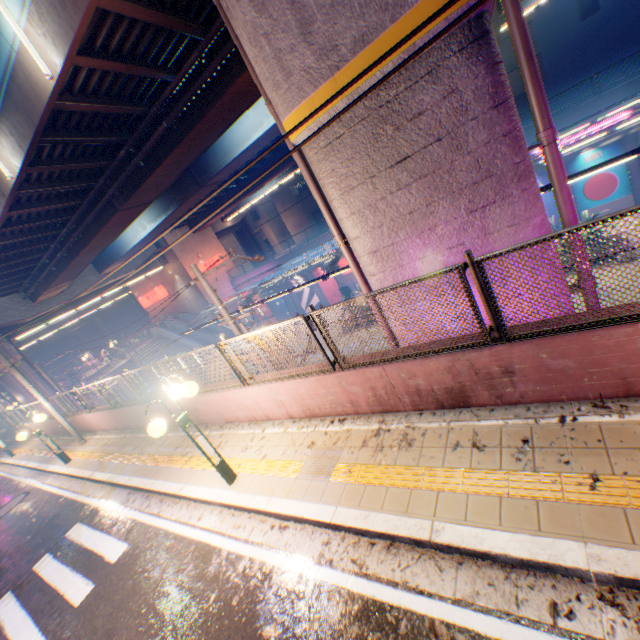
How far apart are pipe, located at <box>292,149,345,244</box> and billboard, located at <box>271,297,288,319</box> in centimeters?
2917cm

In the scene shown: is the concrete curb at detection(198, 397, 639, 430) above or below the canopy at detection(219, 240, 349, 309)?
below

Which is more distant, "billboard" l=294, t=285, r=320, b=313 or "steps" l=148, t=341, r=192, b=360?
"billboard" l=294, t=285, r=320, b=313

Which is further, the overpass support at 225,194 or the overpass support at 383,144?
the overpass support at 225,194

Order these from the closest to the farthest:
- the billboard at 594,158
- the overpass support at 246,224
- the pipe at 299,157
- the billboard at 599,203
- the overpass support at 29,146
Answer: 1. the pipe at 299,157
2. the overpass support at 29,146
3. the billboard at 594,158
4. the billboard at 599,203
5. the overpass support at 246,224

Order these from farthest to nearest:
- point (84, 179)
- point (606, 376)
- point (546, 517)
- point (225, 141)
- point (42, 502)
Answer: point (225, 141)
point (84, 179)
point (42, 502)
point (606, 376)
point (546, 517)

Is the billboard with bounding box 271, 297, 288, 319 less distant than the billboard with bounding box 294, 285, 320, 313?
No

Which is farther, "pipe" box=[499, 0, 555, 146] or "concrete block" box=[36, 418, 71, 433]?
"concrete block" box=[36, 418, 71, 433]
